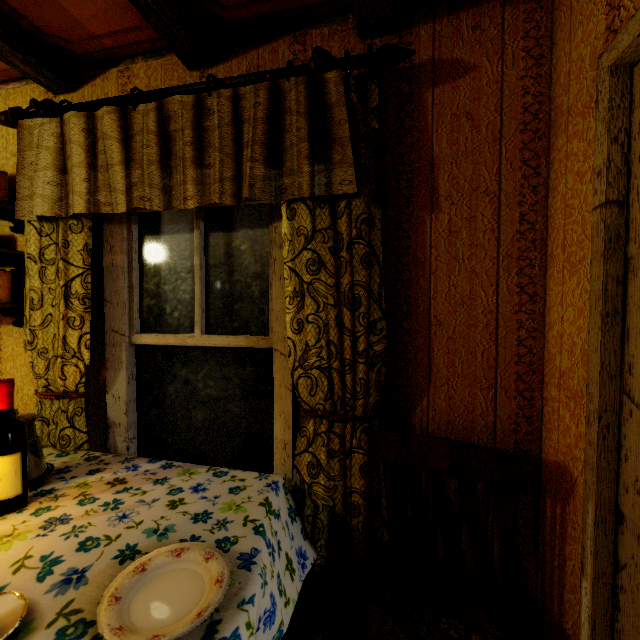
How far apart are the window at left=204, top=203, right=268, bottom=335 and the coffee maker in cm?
63

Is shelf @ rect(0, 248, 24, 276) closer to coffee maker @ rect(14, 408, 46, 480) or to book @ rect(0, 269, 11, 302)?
book @ rect(0, 269, 11, 302)

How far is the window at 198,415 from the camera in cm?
165

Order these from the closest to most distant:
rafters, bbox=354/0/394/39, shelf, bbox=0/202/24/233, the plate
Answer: the plate
rafters, bbox=354/0/394/39
shelf, bbox=0/202/24/233

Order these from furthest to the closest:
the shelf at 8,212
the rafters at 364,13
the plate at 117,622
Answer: the shelf at 8,212 < the rafters at 364,13 < the plate at 117,622

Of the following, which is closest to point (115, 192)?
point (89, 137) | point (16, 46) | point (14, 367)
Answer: point (89, 137)

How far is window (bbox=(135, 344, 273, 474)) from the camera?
1.7 meters

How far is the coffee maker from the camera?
1.3m
